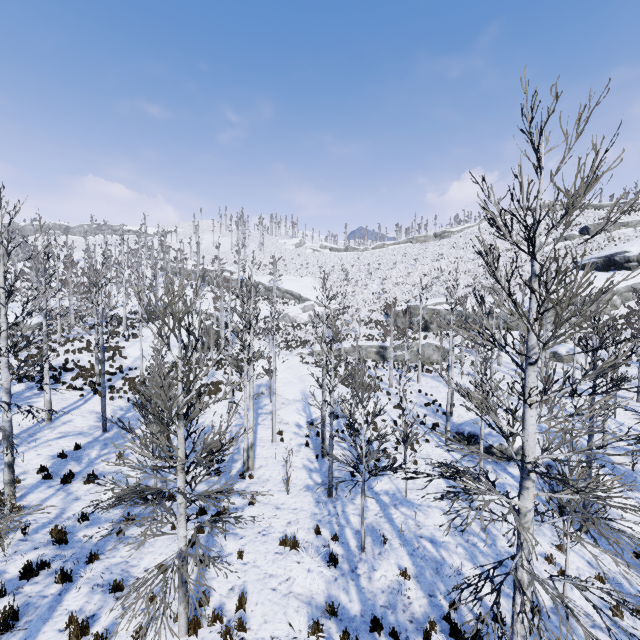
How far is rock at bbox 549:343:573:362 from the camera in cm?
2995

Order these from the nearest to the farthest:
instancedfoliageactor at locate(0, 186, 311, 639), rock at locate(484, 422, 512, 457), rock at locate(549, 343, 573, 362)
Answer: instancedfoliageactor at locate(0, 186, 311, 639), rock at locate(484, 422, 512, 457), rock at locate(549, 343, 573, 362)

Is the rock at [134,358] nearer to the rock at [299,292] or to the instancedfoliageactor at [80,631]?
the instancedfoliageactor at [80,631]

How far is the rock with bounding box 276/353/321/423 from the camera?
20.27m

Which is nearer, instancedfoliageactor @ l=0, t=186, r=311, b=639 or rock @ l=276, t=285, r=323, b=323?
instancedfoliageactor @ l=0, t=186, r=311, b=639

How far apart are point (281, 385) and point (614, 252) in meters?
43.3

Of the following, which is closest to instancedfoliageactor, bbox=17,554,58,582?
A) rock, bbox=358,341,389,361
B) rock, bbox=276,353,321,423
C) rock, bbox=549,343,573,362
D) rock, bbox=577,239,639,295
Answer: rock, bbox=276,353,321,423

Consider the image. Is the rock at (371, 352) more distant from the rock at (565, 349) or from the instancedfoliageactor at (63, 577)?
the rock at (565, 349)
